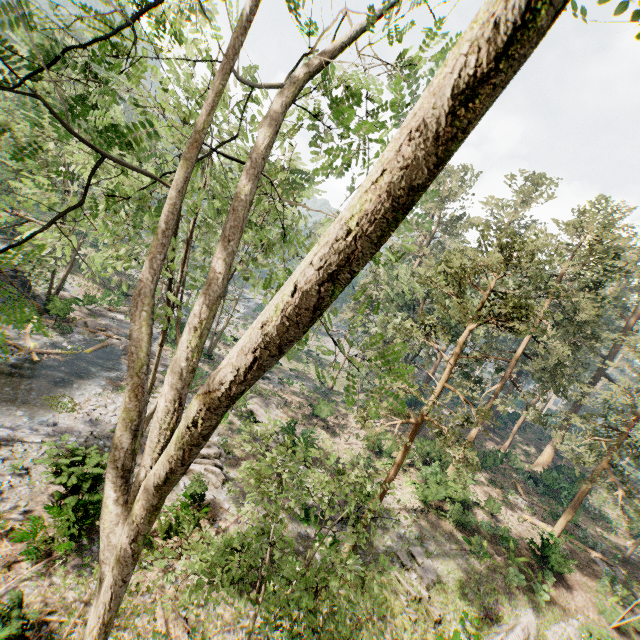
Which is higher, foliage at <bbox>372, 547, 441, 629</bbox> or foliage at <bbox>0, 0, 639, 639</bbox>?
foliage at <bbox>0, 0, 639, 639</bbox>

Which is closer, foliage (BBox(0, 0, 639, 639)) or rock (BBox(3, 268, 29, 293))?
foliage (BBox(0, 0, 639, 639))

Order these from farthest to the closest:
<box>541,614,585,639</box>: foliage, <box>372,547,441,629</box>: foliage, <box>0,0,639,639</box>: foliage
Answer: <box>541,614,585,639</box>: foliage → <box>372,547,441,629</box>: foliage → <box>0,0,639,639</box>: foliage

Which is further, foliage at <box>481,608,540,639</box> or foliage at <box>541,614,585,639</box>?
foliage at <box>541,614,585,639</box>

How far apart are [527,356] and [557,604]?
15.38m

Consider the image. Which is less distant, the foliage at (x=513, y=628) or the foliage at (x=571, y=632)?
the foliage at (x=513, y=628)

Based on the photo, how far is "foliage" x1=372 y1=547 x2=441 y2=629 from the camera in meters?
6.8 m
